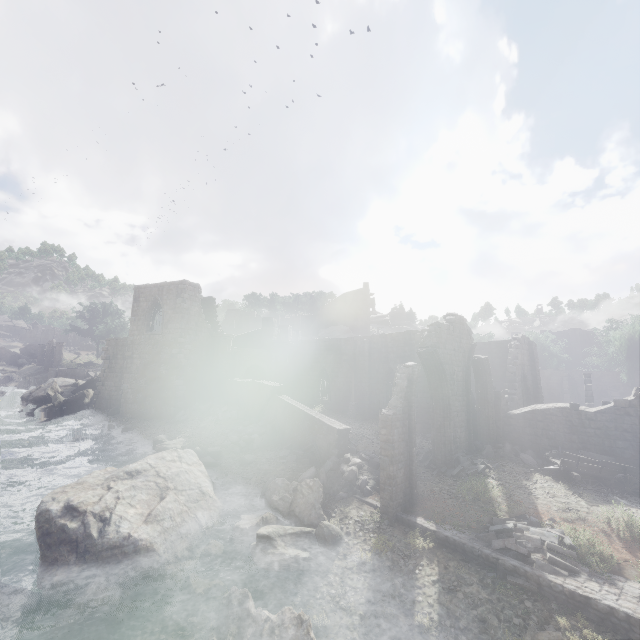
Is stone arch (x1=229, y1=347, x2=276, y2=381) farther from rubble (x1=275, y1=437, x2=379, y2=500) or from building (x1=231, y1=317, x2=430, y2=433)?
rubble (x1=275, y1=437, x2=379, y2=500)

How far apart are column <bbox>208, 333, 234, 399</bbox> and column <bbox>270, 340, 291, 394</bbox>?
4.70m

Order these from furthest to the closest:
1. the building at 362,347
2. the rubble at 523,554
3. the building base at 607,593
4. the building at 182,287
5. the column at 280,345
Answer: the column at 280,345 → the building at 182,287 → the building at 362,347 → the rubble at 523,554 → the building base at 607,593

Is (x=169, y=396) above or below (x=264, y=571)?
A: above

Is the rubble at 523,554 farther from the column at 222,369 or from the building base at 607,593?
the column at 222,369

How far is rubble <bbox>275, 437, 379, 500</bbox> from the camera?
13.8m

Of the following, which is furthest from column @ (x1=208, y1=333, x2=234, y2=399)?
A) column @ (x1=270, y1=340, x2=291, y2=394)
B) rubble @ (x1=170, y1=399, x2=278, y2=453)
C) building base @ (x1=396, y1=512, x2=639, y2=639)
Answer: building base @ (x1=396, y1=512, x2=639, y2=639)

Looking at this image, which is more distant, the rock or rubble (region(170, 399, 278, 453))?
the rock
